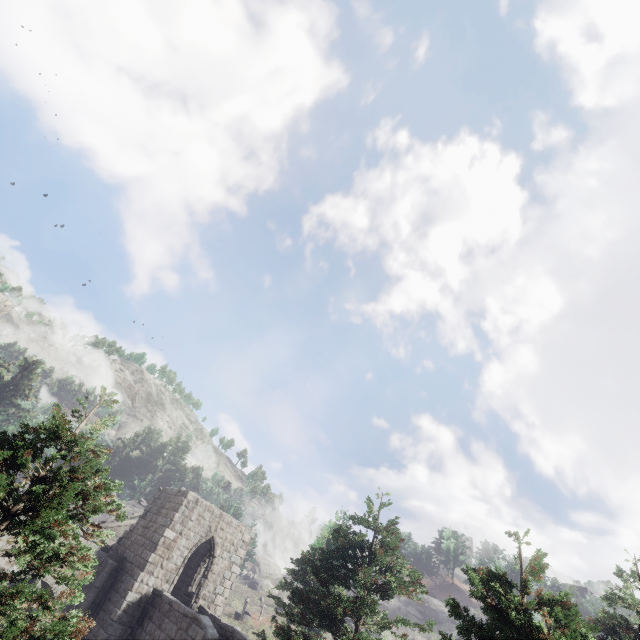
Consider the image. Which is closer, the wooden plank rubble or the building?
the building

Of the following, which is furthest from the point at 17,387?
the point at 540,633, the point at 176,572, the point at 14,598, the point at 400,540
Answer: the point at 540,633

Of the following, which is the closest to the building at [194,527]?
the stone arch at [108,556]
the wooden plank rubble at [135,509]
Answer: the stone arch at [108,556]

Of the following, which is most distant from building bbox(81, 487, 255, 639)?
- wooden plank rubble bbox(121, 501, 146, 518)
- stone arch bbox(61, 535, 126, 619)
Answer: wooden plank rubble bbox(121, 501, 146, 518)

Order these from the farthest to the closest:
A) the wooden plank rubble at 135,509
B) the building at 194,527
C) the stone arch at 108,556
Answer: the wooden plank rubble at 135,509 → the stone arch at 108,556 → the building at 194,527

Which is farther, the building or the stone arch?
the stone arch

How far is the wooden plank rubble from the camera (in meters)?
26.38

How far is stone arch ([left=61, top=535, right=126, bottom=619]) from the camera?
16.8m
